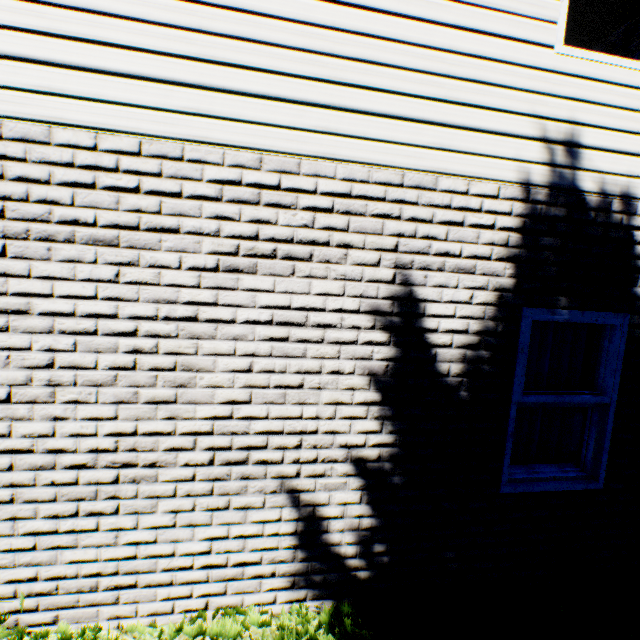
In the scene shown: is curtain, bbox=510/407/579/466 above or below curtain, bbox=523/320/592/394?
below

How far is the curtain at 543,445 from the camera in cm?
311

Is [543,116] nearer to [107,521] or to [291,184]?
[291,184]

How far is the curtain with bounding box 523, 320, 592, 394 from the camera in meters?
3.0
